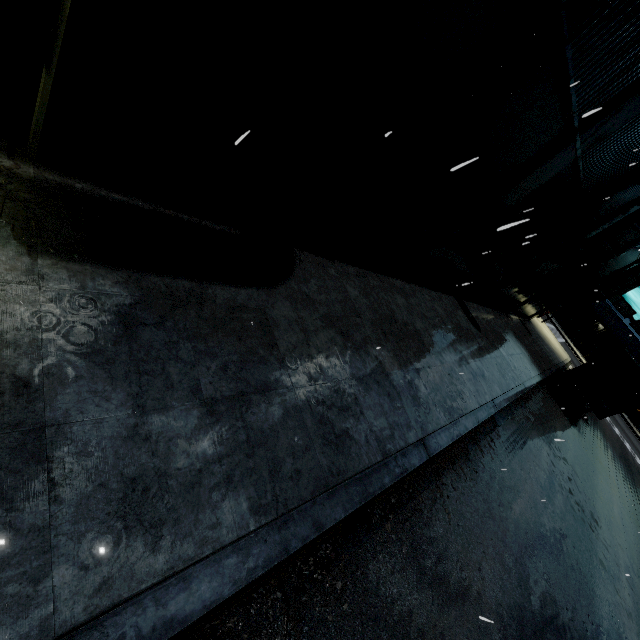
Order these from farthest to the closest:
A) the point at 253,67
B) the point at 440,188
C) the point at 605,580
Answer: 1. the point at 605,580
2. the point at 440,188
3. the point at 253,67

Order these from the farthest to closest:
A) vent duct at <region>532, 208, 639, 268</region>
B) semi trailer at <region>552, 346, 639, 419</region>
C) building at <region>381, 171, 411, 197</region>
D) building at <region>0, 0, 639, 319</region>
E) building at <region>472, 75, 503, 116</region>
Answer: semi trailer at <region>552, 346, 639, 419</region>
vent duct at <region>532, 208, 639, 268</region>
building at <region>381, 171, 411, 197</region>
building at <region>472, 75, 503, 116</region>
building at <region>0, 0, 639, 319</region>

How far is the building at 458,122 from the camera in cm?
527

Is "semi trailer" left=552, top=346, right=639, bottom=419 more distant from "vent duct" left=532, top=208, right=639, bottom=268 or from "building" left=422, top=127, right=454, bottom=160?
"vent duct" left=532, top=208, right=639, bottom=268

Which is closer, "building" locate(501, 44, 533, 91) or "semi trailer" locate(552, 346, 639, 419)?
"building" locate(501, 44, 533, 91)

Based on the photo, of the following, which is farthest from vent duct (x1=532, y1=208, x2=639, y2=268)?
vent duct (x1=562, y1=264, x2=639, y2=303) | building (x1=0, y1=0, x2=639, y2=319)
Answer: vent duct (x1=562, y1=264, x2=639, y2=303)

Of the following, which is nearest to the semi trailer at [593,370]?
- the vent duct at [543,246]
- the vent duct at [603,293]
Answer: the vent duct at [603,293]

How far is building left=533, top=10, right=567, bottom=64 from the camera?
4.30m
